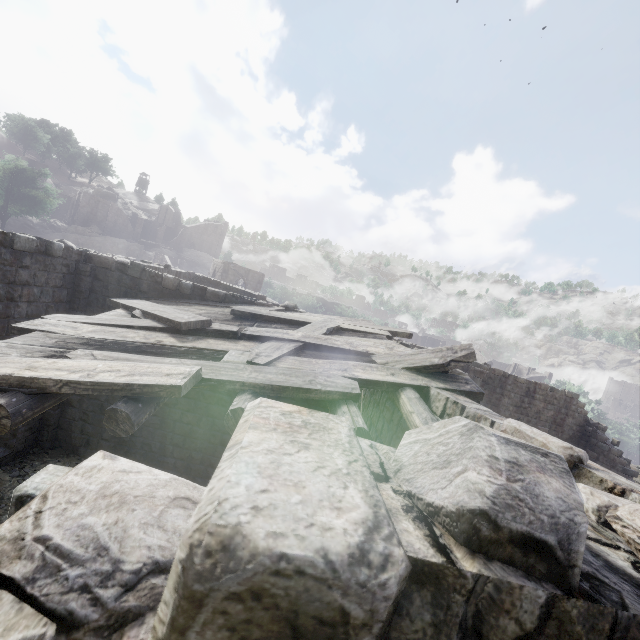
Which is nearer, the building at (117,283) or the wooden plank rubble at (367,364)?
the wooden plank rubble at (367,364)

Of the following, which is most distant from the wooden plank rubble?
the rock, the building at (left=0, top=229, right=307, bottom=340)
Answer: the rock

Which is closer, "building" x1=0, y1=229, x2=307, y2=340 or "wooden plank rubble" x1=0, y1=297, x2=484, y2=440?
"wooden plank rubble" x1=0, y1=297, x2=484, y2=440

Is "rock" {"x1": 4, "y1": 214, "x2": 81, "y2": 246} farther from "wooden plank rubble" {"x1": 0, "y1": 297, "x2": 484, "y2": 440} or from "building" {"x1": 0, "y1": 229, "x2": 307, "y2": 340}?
"wooden plank rubble" {"x1": 0, "y1": 297, "x2": 484, "y2": 440}

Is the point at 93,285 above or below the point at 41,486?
below

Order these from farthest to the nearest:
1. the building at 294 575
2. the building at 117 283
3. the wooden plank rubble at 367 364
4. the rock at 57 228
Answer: the rock at 57 228, the building at 117 283, the wooden plank rubble at 367 364, the building at 294 575
